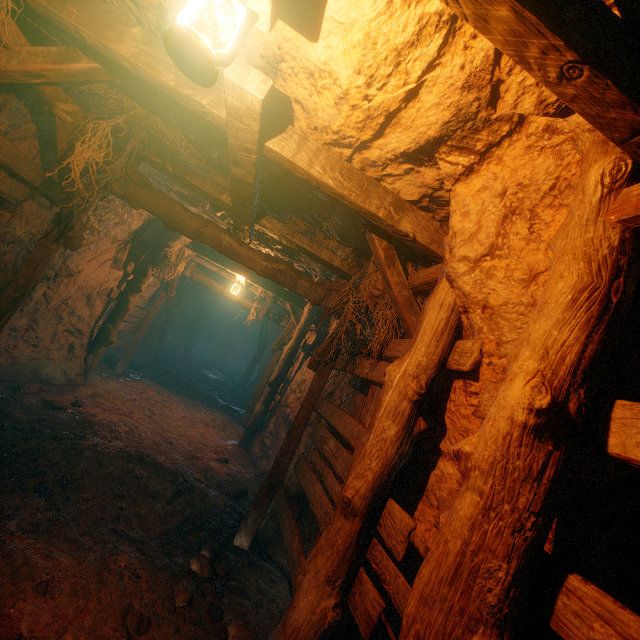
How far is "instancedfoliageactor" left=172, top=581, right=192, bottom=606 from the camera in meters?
3.1

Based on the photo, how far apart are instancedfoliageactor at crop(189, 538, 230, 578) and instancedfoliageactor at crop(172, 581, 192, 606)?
0.3 meters

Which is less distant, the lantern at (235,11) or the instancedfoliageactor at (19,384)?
the lantern at (235,11)

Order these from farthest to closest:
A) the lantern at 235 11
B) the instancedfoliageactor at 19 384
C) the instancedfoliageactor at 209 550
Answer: the instancedfoliageactor at 19 384
the instancedfoliageactor at 209 550
the lantern at 235 11

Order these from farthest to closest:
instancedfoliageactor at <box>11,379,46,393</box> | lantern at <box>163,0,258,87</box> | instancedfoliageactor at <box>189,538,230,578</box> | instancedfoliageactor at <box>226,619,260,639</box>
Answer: instancedfoliageactor at <box>11,379,46,393</box> → instancedfoliageactor at <box>189,538,230,578</box> → instancedfoliageactor at <box>226,619,260,639</box> → lantern at <box>163,0,258,87</box>

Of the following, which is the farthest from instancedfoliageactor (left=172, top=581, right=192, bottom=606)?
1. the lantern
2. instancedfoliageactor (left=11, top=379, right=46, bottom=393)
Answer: instancedfoliageactor (left=11, top=379, right=46, bottom=393)

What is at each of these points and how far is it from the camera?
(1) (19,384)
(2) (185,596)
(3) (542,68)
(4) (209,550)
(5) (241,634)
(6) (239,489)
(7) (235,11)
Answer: (1) instancedfoliageactor, 5.9m
(2) instancedfoliageactor, 3.1m
(3) z, 1.3m
(4) instancedfoliageactor, 4.1m
(5) instancedfoliageactor, 3.0m
(6) instancedfoliageactor, 6.0m
(7) lantern, 1.4m

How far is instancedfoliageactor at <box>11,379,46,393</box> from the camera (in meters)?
5.84
